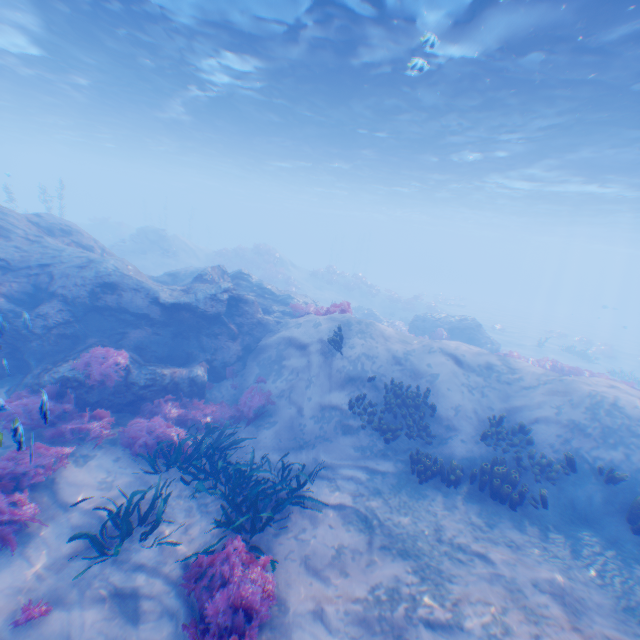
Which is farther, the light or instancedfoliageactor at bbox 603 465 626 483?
the light

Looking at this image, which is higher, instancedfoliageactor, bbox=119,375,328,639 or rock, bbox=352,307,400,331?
rock, bbox=352,307,400,331

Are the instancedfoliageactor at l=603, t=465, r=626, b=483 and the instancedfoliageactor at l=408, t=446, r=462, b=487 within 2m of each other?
no

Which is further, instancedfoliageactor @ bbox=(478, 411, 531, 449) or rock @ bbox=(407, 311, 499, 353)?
rock @ bbox=(407, 311, 499, 353)

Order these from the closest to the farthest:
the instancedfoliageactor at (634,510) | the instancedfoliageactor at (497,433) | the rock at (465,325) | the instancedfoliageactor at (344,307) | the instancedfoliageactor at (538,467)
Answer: the instancedfoliageactor at (634,510)
the instancedfoliageactor at (538,467)
the instancedfoliageactor at (497,433)
the instancedfoliageactor at (344,307)
the rock at (465,325)

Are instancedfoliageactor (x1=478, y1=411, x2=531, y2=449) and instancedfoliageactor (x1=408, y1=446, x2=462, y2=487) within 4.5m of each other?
yes

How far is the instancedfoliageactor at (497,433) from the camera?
9.02m

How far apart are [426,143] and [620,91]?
9.8 meters
